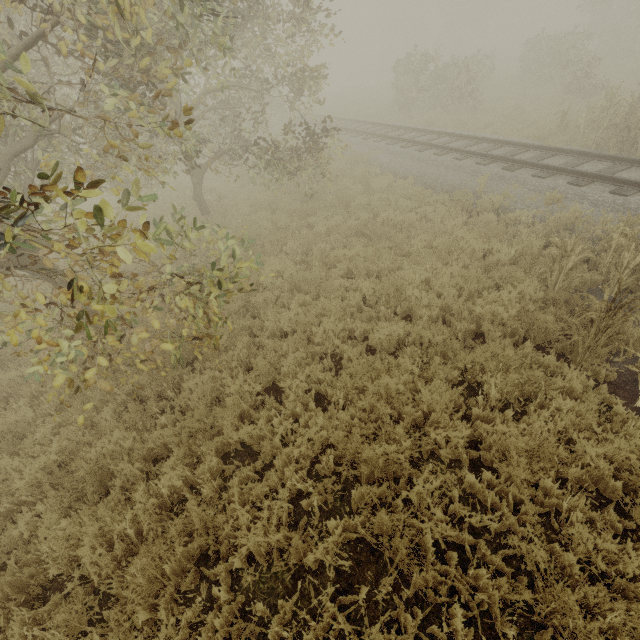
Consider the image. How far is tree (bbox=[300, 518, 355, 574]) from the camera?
3.2m

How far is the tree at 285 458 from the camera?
3.4 meters

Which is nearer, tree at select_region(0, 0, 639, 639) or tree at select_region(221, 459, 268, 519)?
tree at select_region(0, 0, 639, 639)

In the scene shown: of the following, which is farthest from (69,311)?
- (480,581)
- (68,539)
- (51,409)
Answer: (480,581)

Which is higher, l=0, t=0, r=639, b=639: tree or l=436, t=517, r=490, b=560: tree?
l=0, t=0, r=639, b=639: tree

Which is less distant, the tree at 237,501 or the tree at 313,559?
the tree at 313,559
